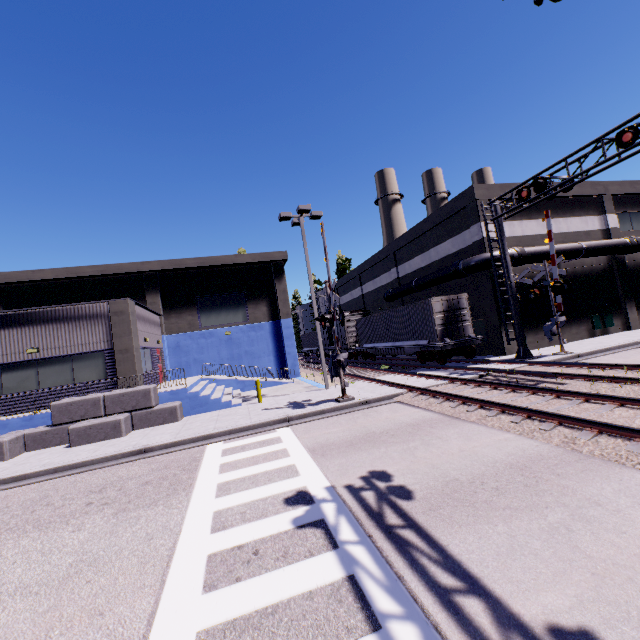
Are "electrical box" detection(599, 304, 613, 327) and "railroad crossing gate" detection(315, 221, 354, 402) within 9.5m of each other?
no

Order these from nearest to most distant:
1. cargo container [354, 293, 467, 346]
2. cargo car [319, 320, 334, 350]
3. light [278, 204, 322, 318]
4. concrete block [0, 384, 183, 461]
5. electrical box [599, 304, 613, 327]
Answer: concrete block [0, 384, 183, 461] < light [278, 204, 322, 318] < cargo container [354, 293, 467, 346] < electrical box [599, 304, 613, 327] < cargo car [319, 320, 334, 350]

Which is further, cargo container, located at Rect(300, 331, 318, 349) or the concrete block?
cargo container, located at Rect(300, 331, 318, 349)

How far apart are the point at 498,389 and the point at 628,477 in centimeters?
670cm

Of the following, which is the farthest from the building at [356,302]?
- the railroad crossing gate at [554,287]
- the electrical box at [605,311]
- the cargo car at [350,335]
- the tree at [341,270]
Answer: the railroad crossing gate at [554,287]

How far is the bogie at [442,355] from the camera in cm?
1852

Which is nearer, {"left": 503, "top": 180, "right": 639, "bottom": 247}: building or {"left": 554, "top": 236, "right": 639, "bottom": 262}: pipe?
{"left": 554, "top": 236, "right": 639, "bottom": 262}: pipe

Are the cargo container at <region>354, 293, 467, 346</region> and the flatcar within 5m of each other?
yes
